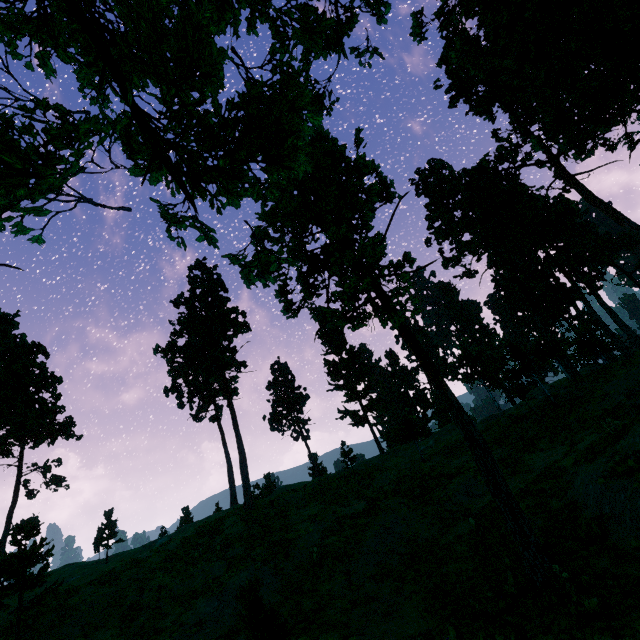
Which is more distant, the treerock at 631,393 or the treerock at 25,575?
the treerock at 25,575

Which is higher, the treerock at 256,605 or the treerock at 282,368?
the treerock at 282,368

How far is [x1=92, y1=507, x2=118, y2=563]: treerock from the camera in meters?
41.3

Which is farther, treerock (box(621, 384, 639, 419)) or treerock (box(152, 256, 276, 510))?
treerock (box(152, 256, 276, 510))

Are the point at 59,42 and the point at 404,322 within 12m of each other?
yes
